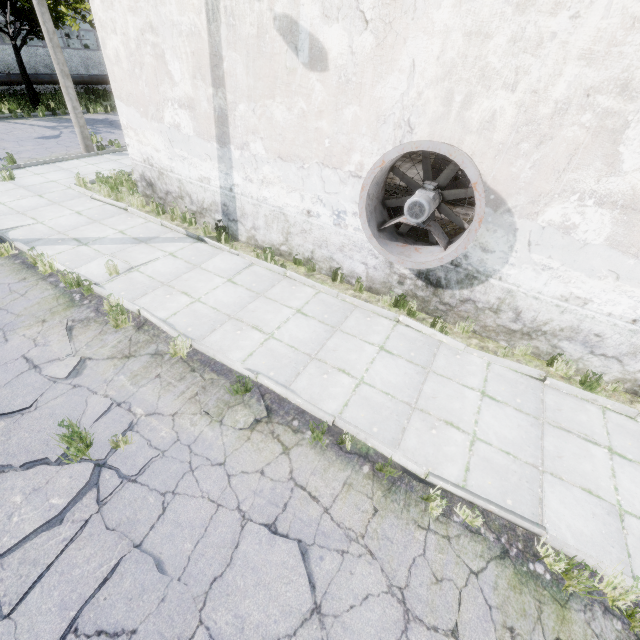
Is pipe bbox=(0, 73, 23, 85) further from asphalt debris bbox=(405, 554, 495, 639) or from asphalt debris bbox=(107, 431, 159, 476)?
asphalt debris bbox=(405, 554, 495, 639)

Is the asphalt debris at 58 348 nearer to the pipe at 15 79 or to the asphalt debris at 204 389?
the asphalt debris at 204 389

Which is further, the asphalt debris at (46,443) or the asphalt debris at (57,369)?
the asphalt debris at (57,369)

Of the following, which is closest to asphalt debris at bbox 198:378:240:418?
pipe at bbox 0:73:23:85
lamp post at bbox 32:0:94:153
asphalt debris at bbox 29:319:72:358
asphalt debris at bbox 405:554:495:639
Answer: asphalt debris at bbox 29:319:72:358

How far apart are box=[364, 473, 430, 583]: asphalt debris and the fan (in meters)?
3.71

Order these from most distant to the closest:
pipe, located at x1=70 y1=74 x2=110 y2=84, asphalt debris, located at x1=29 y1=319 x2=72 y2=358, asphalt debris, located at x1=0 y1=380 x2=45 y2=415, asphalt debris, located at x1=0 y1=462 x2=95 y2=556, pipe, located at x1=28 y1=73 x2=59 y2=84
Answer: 1. pipe, located at x1=70 y1=74 x2=110 y2=84
2. pipe, located at x1=28 y1=73 x2=59 y2=84
3. asphalt debris, located at x1=29 y1=319 x2=72 y2=358
4. asphalt debris, located at x1=0 y1=380 x2=45 y2=415
5. asphalt debris, located at x1=0 y1=462 x2=95 y2=556

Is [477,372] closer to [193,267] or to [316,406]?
[316,406]
